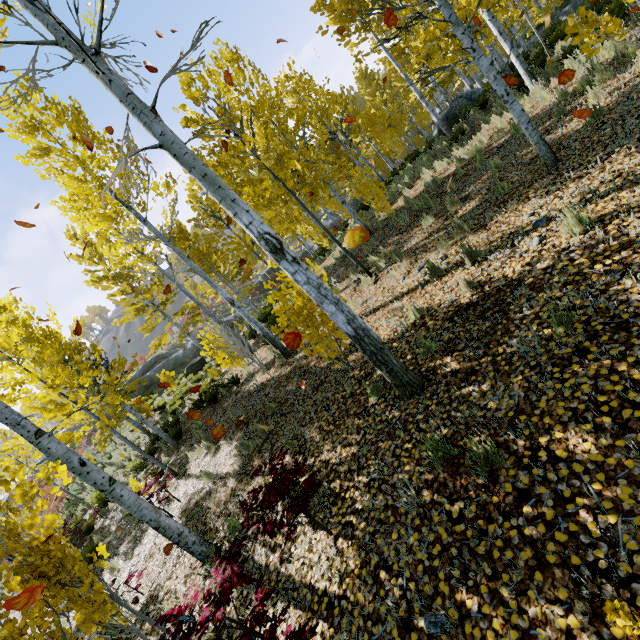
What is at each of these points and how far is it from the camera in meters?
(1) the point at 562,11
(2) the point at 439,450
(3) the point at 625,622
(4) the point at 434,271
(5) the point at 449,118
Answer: (1) rock, 21.1
(2) instancedfoliageactor, 3.1
(3) instancedfoliageactor, 1.5
(4) instancedfoliageactor, 5.8
(5) rock, 16.6

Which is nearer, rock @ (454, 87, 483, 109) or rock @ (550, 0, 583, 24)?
rock @ (454, 87, 483, 109)

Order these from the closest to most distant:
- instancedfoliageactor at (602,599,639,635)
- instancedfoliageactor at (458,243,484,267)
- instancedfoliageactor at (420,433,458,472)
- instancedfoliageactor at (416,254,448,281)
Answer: instancedfoliageactor at (602,599,639,635) < instancedfoliageactor at (420,433,458,472) < instancedfoliageactor at (458,243,484,267) < instancedfoliageactor at (416,254,448,281)

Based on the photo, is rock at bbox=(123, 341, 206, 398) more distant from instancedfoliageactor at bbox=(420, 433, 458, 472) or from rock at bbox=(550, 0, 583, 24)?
rock at bbox=(550, 0, 583, 24)

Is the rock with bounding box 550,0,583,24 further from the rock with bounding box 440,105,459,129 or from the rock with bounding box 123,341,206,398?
the rock with bounding box 123,341,206,398

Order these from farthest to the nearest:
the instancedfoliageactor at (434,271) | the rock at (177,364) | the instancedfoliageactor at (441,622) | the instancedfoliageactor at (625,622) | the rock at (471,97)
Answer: the rock at (177,364), the rock at (471,97), the instancedfoliageactor at (434,271), the instancedfoliageactor at (441,622), the instancedfoliageactor at (625,622)

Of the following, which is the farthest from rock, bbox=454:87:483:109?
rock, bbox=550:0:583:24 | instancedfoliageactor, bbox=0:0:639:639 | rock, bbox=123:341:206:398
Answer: rock, bbox=123:341:206:398

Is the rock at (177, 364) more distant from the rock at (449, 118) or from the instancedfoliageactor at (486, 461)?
the rock at (449, 118)
